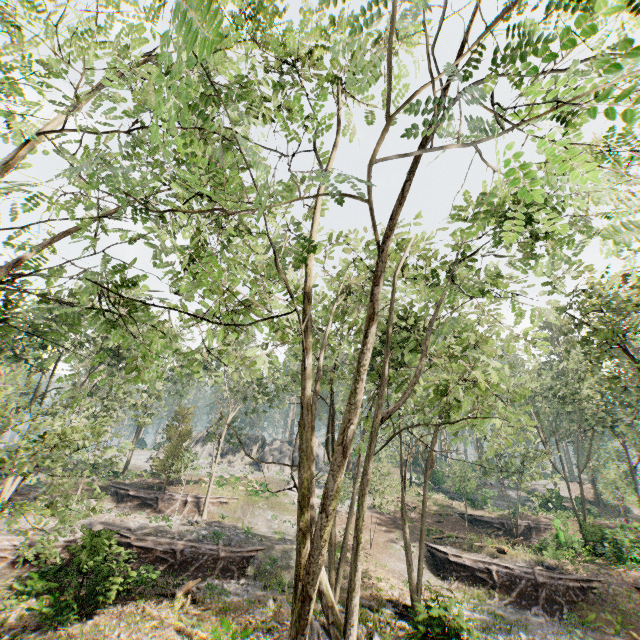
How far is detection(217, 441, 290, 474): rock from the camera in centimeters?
4745cm

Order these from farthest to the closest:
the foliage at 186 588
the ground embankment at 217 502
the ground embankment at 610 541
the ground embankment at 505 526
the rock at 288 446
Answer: the rock at 288 446 → the ground embankment at 505 526 → the ground embankment at 217 502 → the ground embankment at 610 541 → the foliage at 186 588

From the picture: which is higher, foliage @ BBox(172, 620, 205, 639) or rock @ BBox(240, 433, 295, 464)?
rock @ BBox(240, 433, 295, 464)

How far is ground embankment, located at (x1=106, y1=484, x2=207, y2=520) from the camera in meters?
29.0 m

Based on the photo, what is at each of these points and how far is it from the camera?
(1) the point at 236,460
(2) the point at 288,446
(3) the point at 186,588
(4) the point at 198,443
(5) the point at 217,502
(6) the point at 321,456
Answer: (1) rock, 49.8m
(2) rock, 52.3m
(3) foliage, 17.3m
(4) rock, 54.6m
(5) ground embankment, 31.6m
(6) rock, 53.8m

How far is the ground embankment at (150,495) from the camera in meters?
29.0 m

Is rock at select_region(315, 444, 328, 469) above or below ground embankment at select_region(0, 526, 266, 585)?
above

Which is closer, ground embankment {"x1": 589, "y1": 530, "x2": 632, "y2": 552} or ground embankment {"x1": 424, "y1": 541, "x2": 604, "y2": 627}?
ground embankment {"x1": 424, "y1": 541, "x2": 604, "y2": 627}
